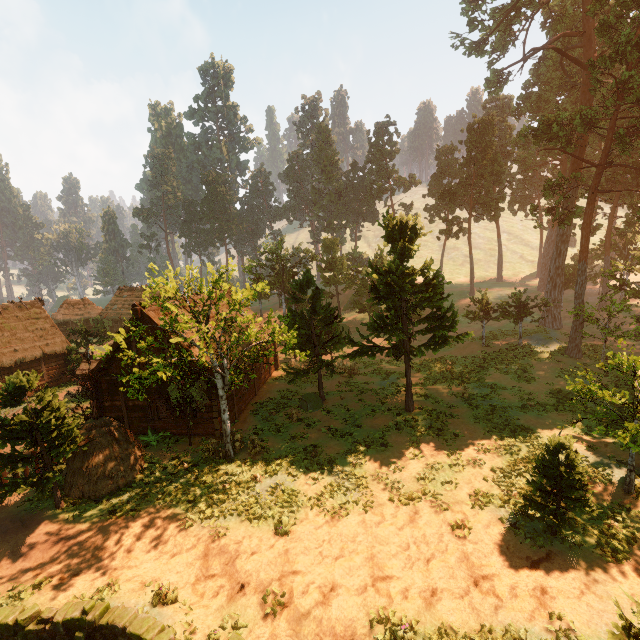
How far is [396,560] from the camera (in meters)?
10.64

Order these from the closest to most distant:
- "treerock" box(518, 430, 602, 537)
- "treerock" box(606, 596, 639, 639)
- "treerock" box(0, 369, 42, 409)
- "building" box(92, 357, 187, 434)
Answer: "treerock" box(606, 596, 639, 639) < "treerock" box(518, 430, 602, 537) < "treerock" box(0, 369, 42, 409) < "building" box(92, 357, 187, 434)

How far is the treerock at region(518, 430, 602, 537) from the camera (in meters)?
9.85

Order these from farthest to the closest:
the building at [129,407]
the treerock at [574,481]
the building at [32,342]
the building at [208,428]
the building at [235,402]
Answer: the building at [32,342] < the building at [235,402] < the building at [129,407] < the building at [208,428] < the treerock at [574,481]

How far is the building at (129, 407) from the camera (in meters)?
19.06

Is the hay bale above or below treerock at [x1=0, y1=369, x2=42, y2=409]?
below

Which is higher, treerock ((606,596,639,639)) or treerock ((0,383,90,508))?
treerock ((606,596,639,639))

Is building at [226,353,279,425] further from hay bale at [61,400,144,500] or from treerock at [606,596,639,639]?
hay bale at [61,400,144,500]
